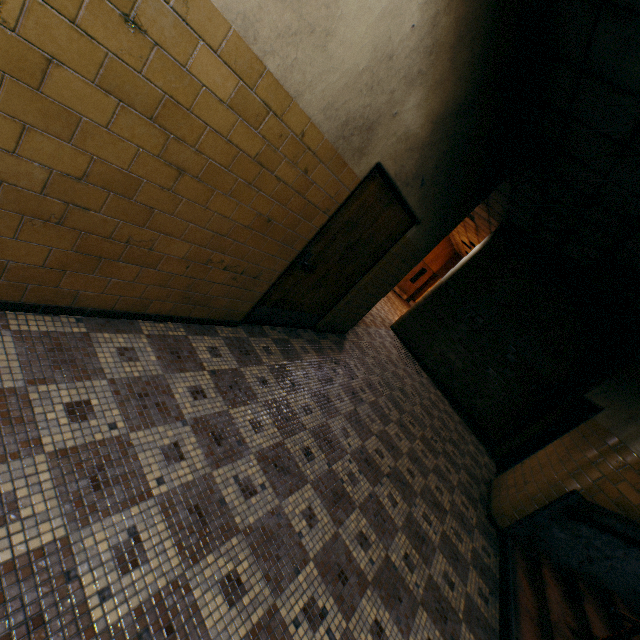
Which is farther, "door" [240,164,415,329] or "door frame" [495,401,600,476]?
"door frame" [495,401,600,476]

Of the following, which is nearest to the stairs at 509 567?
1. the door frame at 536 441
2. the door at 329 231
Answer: the door frame at 536 441

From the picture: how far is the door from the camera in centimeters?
330cm

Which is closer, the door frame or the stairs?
the stairs

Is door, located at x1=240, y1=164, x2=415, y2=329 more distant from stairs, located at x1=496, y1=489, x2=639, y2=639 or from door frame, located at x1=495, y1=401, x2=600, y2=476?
door frame, located at x1=495, y1=401, x2=600, y2=476

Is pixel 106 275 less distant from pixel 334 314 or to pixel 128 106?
pixel 128 106

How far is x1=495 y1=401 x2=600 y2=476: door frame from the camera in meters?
6.4 m
